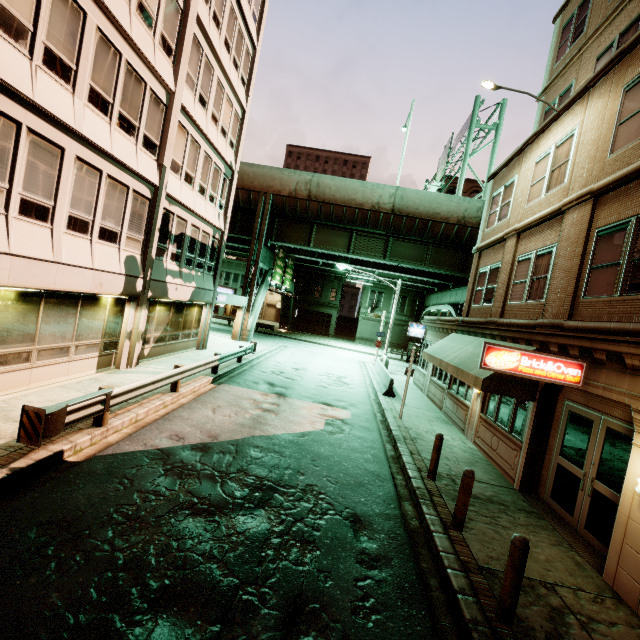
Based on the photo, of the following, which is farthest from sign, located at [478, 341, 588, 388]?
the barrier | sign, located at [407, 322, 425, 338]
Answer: sign, located at [407, 322, 425, 338]

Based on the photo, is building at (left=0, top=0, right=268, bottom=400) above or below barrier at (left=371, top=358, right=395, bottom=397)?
above

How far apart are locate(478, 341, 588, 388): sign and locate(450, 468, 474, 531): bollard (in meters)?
2.25

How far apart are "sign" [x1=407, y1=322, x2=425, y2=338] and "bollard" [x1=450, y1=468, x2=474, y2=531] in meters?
15.9

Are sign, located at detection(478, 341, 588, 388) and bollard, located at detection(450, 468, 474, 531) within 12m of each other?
yes

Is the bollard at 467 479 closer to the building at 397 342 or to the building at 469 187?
the building at 397 342

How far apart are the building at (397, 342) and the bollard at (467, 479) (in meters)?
40.76

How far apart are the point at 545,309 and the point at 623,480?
4.5m
